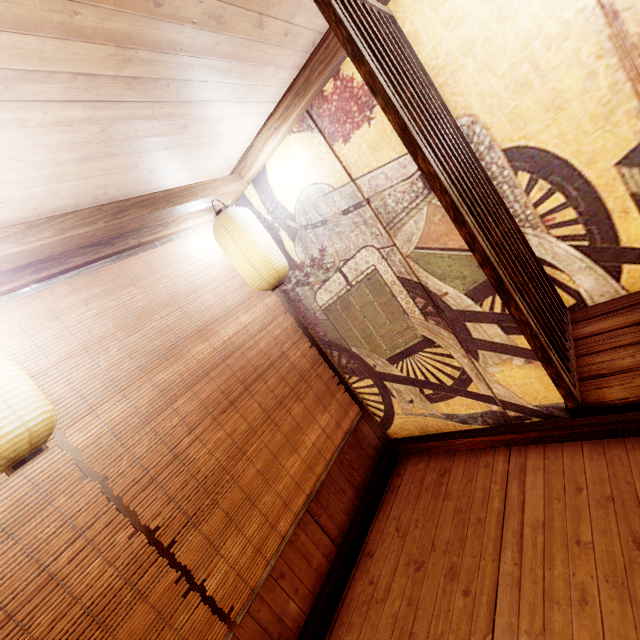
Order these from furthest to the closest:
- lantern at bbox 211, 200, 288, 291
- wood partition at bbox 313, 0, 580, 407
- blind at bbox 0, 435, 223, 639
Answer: lantern at bbox 211, 200, 288, 291, blind at bbox 0, 435, 223, 639, wood partition at bbox 313, 0, 580, 407

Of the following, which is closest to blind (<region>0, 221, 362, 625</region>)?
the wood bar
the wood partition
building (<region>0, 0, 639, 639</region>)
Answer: building (<region>0, 0, 639, 639</region>)

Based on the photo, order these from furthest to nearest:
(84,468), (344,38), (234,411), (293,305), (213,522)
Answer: (293,305), (234,411), (213,522), (84,468), (344,38)

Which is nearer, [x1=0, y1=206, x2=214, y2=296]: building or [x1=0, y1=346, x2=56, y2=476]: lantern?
[x1=0, y1=346, x2=56, y2=476]: lantern

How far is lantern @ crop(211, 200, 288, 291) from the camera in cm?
404

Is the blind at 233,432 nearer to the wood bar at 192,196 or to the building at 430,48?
the building at 430,48

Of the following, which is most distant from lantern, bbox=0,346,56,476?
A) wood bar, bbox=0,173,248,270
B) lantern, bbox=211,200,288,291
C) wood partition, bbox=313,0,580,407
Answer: wood bar, bbox=0,173,248,270

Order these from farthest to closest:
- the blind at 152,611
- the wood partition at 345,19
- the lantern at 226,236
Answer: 1. the lantern at 226,236
2. the blind at 152,611
3. the wood partition at 345,19
